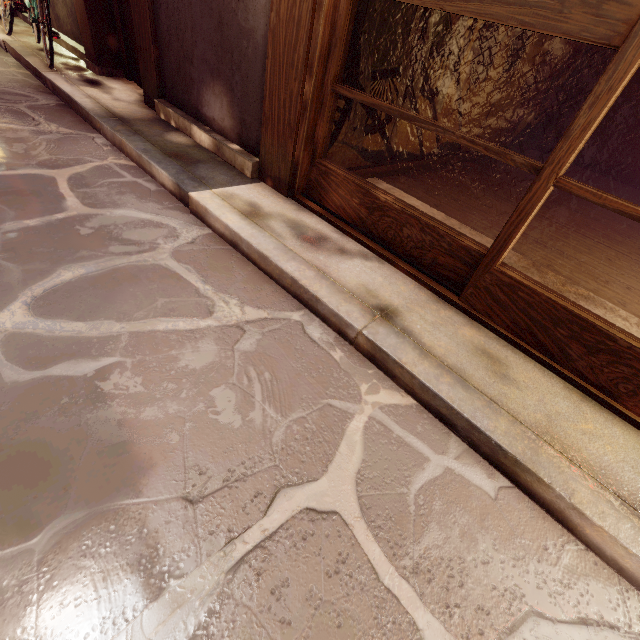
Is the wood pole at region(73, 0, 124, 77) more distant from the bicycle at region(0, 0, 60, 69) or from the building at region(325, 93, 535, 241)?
the building at region(325, 93, 535, 241)

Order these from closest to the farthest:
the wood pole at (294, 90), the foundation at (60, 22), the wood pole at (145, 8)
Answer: the wood pole at (294, 90) < the wood pole at (145, 8) < the foundation at (60, 22)

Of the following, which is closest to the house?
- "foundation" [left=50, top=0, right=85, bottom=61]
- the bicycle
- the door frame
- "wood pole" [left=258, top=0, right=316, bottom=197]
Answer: "wood pole" [left=258, top=0, right=316, bottom=197]

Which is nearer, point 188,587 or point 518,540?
point 188,587

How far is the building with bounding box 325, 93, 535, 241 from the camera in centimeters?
582cm

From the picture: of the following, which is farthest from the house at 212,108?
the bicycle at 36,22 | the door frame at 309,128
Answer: the bicycle at 36,22

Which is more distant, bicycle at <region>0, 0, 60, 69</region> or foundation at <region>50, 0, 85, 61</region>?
foundation at <region>50, 0, 85, 61</region>

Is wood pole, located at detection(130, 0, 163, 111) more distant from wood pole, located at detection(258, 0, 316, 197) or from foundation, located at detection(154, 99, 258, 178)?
wood pole, located at detection(258, 0, 316, 197)
